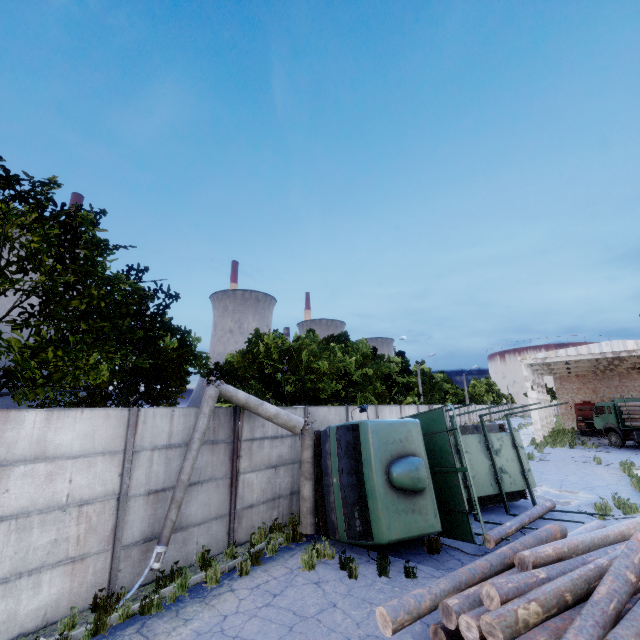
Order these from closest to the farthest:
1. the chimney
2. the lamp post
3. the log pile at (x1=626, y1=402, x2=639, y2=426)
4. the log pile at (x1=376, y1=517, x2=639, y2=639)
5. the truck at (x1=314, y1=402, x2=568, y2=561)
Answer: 1. the log pile at (x1=376, y1=517, x2=639, y2=639)
2. the lamp post
3. the truck at (x1=314, y1=402, x2=568, y2=561)
4. the log pile at (x1=626, y1=402, x2=639, y2=426)
5. the chimney

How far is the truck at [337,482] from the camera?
7.8m

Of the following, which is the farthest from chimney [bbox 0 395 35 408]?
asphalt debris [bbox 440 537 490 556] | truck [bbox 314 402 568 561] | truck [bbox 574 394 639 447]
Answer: truck [bbox 574 394 639 447]

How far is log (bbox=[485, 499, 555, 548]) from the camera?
8.0m

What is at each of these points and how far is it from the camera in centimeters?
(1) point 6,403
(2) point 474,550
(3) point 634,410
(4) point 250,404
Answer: (1) chimney, 5500cm
(2) asphalt debris, 832cm
(3) log pile, 2547cm
(4) lamp post, 930cm

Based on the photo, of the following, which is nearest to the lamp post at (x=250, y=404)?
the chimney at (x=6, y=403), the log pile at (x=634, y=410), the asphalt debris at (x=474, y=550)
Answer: the asphalt debris at (x=474, y=550)

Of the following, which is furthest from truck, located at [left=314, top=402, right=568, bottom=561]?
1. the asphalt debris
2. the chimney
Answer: the chimney

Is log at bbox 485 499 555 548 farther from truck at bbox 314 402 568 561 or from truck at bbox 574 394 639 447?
truck at bbox 574 394 639 447
